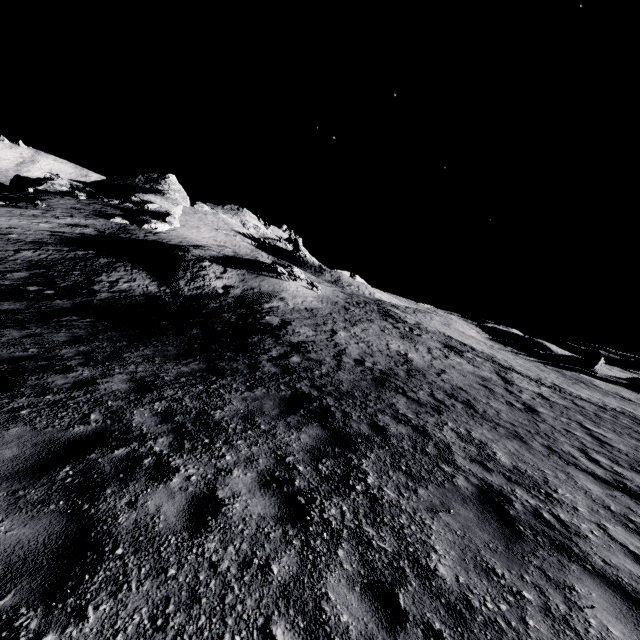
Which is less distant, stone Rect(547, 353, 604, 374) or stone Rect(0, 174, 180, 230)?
stone Rect(547, 353, 604, 374)

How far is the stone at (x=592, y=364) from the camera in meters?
41.1 m

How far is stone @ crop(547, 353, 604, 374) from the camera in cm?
4109

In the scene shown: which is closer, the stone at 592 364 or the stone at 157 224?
the stone at 592 364

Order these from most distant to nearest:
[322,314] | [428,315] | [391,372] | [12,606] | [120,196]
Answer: [120,196], [428,315], [322,314], [391,372], [12,606]
